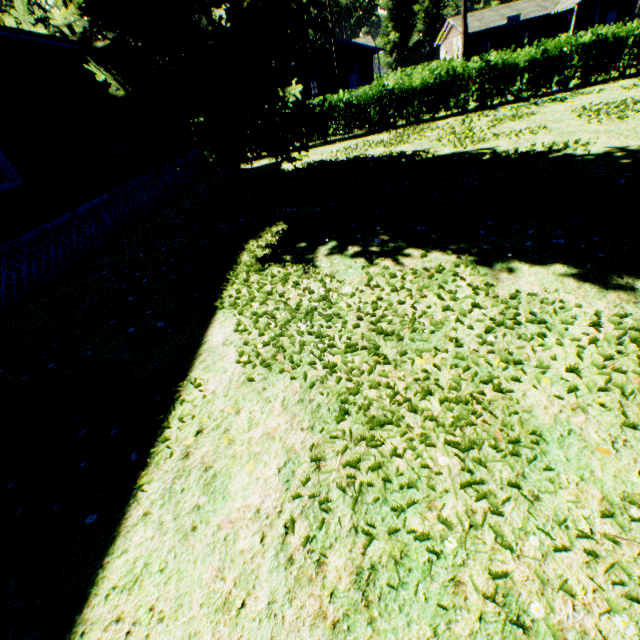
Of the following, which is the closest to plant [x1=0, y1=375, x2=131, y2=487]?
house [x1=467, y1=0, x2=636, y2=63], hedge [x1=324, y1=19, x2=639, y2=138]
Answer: hedge [x1=324, y1=19, x2=639, y2=138]

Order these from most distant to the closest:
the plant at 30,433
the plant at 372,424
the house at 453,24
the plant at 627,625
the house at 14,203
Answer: the house at 453,24 < the house at 14,203 < the plant at 30,433 < the plant at 372,424 < the plant at 627,625

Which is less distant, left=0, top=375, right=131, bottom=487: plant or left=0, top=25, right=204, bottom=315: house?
left=0, top=375, right=131, bottom=487: plant

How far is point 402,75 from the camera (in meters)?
42.06

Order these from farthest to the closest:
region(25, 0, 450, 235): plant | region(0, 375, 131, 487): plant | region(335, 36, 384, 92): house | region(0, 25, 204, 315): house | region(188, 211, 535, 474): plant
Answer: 1. region(335, 36, 384, 92): house
2. region(25, 0, 450, 235): plant
3. region(0, 25, 204, 315): house
4. region(0, 375, 131, 487): plant
5. region(188, 211, 535, 474): plant

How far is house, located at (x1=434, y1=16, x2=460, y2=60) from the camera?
42.28m

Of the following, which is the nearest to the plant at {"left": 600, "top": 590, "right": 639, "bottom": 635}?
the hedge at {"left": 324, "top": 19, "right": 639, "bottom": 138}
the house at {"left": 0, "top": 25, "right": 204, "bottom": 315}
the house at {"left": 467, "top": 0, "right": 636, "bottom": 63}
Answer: the house at {"left": 0, "top": 25, "right": 204, "bottom": 315}

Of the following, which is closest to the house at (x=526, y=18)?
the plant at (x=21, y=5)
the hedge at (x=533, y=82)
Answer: the plant at (x=21, y=5)
